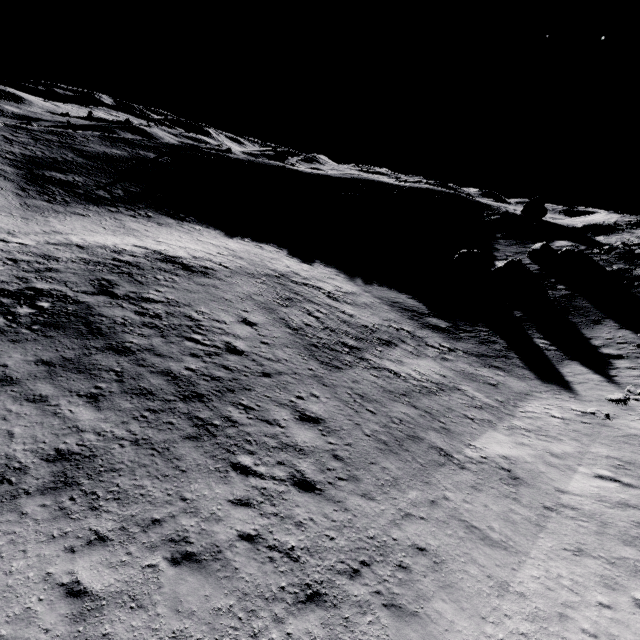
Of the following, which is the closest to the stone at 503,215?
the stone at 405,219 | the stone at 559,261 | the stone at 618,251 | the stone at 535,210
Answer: the stone at 535,210

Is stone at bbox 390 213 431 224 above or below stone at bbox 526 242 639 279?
below

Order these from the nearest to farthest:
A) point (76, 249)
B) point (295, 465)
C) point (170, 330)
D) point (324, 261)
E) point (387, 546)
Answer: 1. point (387, 546)
2. point (295, 465)
3. point (170, 330)
4. point (76, 249)
5. point (324, 261)

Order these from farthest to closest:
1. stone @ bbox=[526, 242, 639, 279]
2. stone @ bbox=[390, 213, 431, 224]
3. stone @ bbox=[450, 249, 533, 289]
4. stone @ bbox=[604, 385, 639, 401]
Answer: stone @ bbox=[390, 213, 431, 224]
stone @ bbox=[450, 249, 533, 289]
stone @ bbox=[526, 242, 639, 279]
stone @ bbox=[604, 385, 639, 401]

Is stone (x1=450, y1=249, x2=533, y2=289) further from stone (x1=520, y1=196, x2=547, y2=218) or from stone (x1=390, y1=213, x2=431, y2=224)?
stone (x1=520, y1=196, x2=547, y2=218)

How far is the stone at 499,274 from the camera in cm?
3216

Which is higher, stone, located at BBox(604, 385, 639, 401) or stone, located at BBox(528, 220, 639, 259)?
stone, located at BBox(528, 220, 639, 259)

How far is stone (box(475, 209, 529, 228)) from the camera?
46.7 meters
